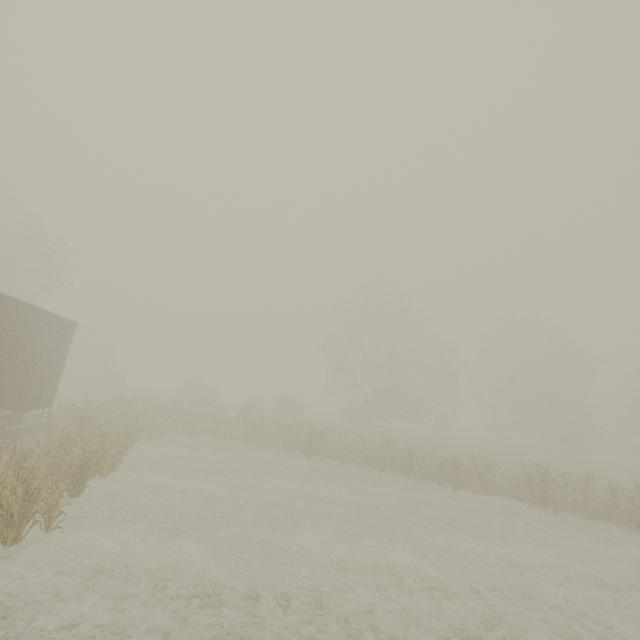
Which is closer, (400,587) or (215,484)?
(400,587)

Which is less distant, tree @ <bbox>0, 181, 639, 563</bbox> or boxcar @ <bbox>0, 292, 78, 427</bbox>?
boxcar @ <bbox>0, 292, 78, 427</bbox>

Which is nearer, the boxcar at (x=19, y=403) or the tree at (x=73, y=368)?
the boxcar at (x=19, y=403)
